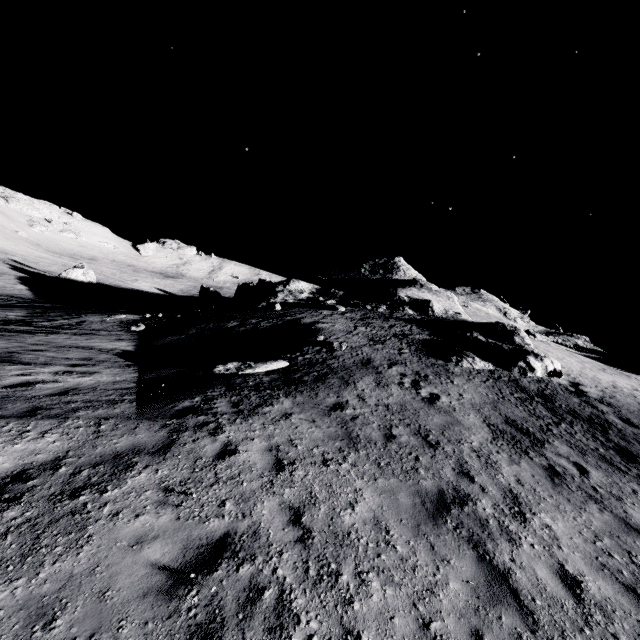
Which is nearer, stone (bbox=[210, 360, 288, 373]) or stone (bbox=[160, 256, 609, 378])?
stone (bbox=[210, 360, 288, 373])

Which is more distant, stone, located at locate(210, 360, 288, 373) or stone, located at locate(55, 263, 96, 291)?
stone, located at locate(55, 263, 96, 291)

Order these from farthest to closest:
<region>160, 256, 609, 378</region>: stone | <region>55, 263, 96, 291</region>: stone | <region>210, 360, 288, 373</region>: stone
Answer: <region>55, 263, 96, 291</region>: stone, <region>160, 256, 609, 378</region>: stone, <region>210, 360, 288, 373</region>: stone

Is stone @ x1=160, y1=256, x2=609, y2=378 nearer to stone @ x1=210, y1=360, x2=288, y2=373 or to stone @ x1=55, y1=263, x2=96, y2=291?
stone @ x1=210, y1=360, x2=288, y2=373

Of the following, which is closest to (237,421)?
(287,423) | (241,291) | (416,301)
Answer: (287,423)

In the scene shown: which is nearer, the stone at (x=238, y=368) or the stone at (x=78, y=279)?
the stone at (x=238, y=368)

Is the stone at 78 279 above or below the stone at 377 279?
below
